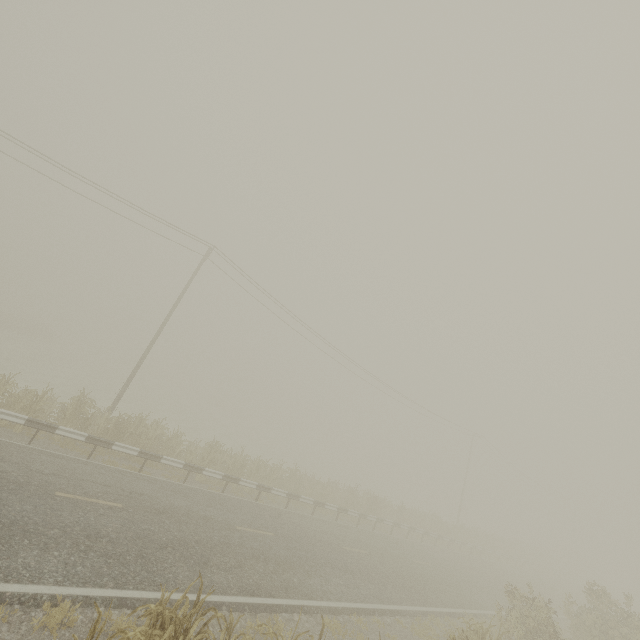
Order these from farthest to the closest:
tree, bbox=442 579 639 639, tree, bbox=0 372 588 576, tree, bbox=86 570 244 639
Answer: tree, bbox=0 372 588 576
tree, bbox=442 579 639 639
tree, bbox=86 570 244 639

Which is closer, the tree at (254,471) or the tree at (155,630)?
the tree at (155,630)

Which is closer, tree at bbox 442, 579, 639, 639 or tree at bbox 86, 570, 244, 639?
Answer: tree at bbox 86, 570, 244, 639

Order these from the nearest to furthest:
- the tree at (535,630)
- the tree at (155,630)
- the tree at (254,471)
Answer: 1. the tree at (155,630)
2. the tree at (535,630)
3. the tree at (254,471)

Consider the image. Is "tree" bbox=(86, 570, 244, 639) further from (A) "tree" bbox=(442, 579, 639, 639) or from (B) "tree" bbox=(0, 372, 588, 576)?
(B) "tree" bbox=(0, 372, 588, 576)

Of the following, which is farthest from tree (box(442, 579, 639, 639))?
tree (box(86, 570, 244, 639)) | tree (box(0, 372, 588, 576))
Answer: tree (box(0, 372, 588, 576))

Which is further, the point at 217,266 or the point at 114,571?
the point at 217,266
